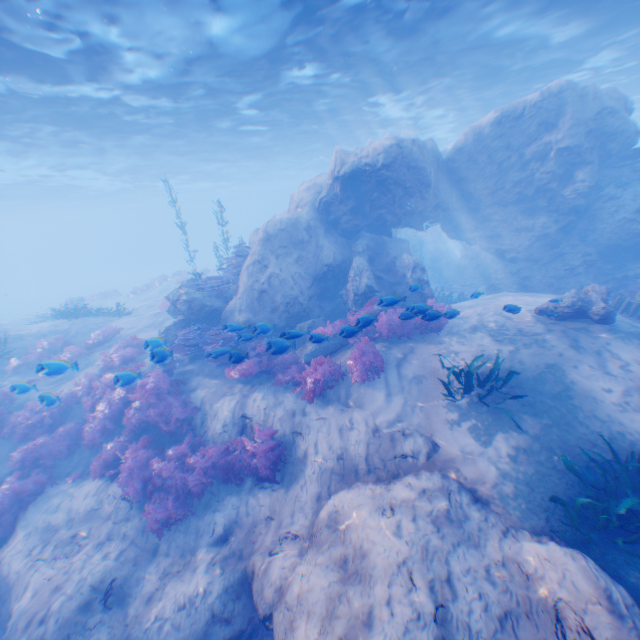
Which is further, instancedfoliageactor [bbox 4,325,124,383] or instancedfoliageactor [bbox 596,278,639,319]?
instancedfoliageactor [bbox 596,278,639,319]

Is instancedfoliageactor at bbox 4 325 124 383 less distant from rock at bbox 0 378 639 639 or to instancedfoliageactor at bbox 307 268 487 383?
rock at bbox 0 378 639 639

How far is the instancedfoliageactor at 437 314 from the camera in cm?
880

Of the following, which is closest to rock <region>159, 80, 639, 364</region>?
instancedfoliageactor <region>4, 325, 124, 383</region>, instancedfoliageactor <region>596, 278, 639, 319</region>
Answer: instancedfoliageactor <region>596, 278, 639, 319</region>

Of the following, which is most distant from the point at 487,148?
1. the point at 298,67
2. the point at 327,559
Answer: the point at 327,559

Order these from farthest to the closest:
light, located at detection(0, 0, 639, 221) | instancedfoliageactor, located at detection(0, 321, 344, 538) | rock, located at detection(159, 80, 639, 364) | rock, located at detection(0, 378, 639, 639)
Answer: rock, located at detection(159, 80, 639, 364)
light, located at detection(0, 0, 639, 221)
instancedfoliageactor, located at detection(0, 321, 344, 538)
rock, located at detection(0, 378, 639, 639)

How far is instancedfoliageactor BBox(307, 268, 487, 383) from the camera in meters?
8.8 m

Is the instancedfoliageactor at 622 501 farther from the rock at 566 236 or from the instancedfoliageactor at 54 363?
the instancedfoliageactor at 54 363
